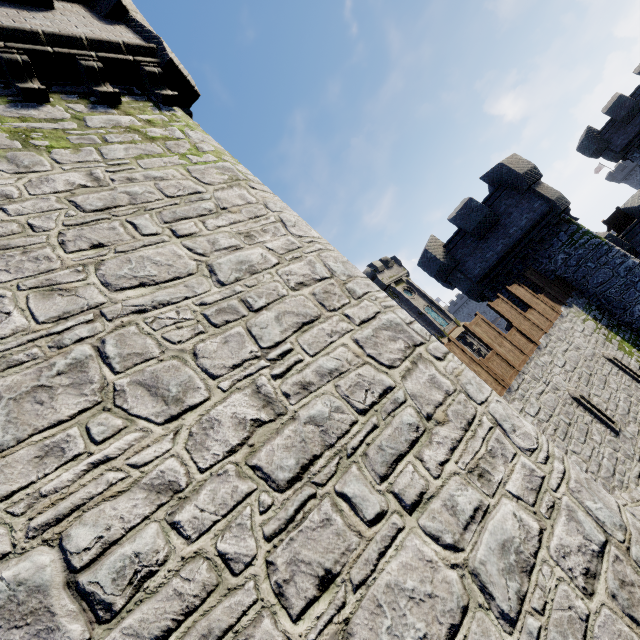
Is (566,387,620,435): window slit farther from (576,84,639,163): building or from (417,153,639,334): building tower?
(576,84,639,163): building

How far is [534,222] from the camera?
15.2m

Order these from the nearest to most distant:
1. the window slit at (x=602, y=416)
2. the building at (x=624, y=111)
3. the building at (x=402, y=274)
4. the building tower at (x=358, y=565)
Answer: the building tower at (x=358, y=565)
the window slit at (x=602, y=416)
the building at (x=624, y=111)
the building at (x=402, y=274)

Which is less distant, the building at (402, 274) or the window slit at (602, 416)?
the window slit at (602, 416)

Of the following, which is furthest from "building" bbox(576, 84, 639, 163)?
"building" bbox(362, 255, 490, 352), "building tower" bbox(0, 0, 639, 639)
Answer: "building tower" bbox(0, 0, 639, 639)

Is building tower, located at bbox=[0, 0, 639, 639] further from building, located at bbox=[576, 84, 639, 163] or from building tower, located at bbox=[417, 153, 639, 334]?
building, located at bbox=[576, 84, 639, 163]

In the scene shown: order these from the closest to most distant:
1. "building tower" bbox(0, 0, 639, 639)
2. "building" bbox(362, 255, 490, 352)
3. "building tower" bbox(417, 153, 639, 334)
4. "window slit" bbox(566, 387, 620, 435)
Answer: "building tower" bbox(0, 0, 639, 639) → "window slit" bbox(566, 387, 620, 435) → "building tower" bbox(417, 153, 639, 334) → "building" bbox(362, 255, 490, 352)

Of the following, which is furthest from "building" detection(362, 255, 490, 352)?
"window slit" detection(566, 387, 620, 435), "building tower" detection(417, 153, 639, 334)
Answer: "window slit" detection(566, 387, 620, 435)
